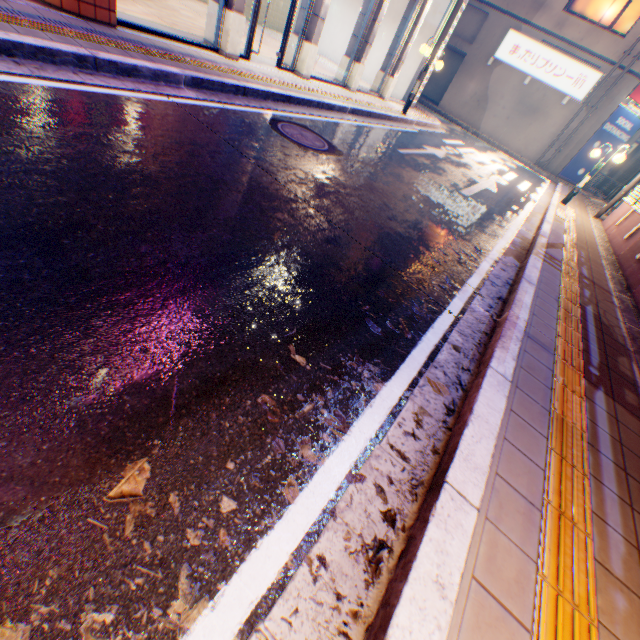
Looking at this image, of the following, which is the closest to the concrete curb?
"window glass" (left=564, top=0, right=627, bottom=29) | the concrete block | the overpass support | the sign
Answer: the concrete block

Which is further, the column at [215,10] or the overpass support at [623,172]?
the overpass support at [623,172]

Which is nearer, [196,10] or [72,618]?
Result: [72,618]

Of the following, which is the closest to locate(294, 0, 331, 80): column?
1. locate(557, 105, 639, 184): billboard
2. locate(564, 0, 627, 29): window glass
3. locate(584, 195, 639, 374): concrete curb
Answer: locate(584, 195, 639, 374): concrete curb

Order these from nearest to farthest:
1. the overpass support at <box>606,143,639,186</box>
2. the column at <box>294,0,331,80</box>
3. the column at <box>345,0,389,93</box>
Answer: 1. the column at <box>294,0,331,80</box>
2. the column at <box>345,0,389,93</box>
3. the overpass support at <box>606,143,639,186</box>

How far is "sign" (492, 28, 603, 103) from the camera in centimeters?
1881cm

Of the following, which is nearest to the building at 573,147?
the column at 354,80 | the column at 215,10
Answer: the column at 354,80

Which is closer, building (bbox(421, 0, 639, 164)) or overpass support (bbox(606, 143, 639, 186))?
building (bbox(421, 0, 639, 164))
